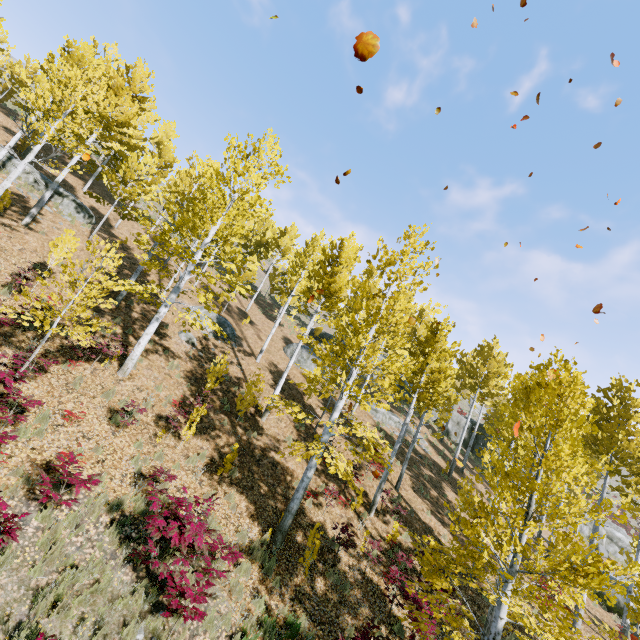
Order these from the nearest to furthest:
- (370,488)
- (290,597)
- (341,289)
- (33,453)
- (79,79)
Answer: (33,453) → (290,597) → (370,488) → (341,289) → (79,79)

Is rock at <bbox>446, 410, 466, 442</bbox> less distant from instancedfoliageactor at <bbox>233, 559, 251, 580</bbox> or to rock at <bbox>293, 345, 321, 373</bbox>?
instancedfoliageactor at <bbox>233, 559, 251, 580</bbox>

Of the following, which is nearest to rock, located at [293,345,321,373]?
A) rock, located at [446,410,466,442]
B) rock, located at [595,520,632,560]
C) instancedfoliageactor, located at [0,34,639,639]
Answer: instancedfoliageactor, located at [0,34,639,639]

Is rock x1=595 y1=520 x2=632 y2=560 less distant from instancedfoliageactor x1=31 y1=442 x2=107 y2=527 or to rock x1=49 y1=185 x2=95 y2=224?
Answer: instancedfoliageactor x1=31 y1=442 x2=107 y2=527

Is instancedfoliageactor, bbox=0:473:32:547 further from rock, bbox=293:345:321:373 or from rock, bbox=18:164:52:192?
rock, bbox=293:345:321:373

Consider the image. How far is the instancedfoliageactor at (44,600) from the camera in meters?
5.4 m

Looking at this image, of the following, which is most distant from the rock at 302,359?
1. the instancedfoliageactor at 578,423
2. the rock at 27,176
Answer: the rock at 27,176

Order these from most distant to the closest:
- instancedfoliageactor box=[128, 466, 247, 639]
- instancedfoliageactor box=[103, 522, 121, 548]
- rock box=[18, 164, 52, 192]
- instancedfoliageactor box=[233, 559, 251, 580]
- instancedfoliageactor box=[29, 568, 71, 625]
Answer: rock box=[18, 164, 52, 192] < instancedfoliageactor box=[233, 559, 251, 580] < instancedfoliageactor box=[103, 522, 121, 548] < instancedfoliageactor box=[128, 466, 247, 639] < instancedfoliageactor box=[29, 568, 71, 625]
